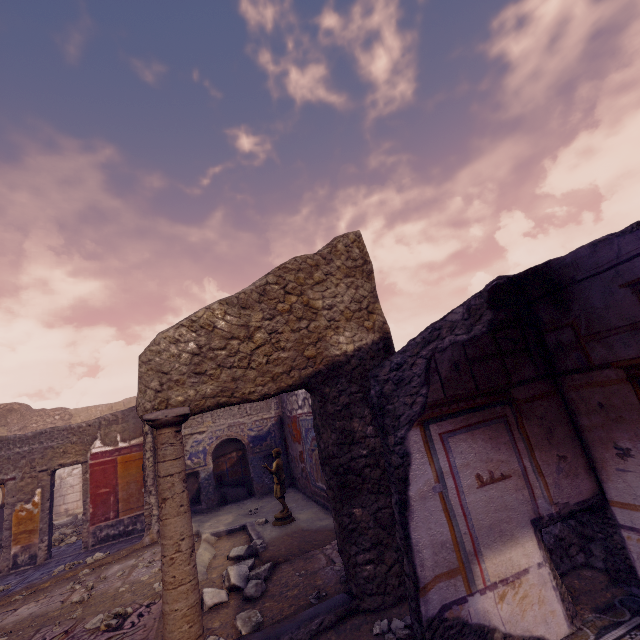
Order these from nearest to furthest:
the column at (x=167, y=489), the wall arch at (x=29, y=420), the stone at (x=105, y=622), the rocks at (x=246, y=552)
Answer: the column at (x=167, y=489), the stone at (x=105, y=622), the rocks at (x=246, y=552), the wall arch at (x=29, y=420)

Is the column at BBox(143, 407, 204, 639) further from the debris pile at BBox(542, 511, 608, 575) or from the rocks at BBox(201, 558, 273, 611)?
the debris pile at BBox(542, 511, 608, 575)

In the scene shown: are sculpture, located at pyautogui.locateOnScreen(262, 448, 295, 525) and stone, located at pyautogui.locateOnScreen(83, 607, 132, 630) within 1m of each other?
no

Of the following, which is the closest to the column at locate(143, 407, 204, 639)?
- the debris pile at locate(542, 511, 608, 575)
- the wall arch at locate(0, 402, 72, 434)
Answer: the debris pile at locate(542, 511, 608, 575)

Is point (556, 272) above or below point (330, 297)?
below

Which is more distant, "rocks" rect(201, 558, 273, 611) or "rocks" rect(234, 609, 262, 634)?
"rocks" rect(201, 558, 273, 611)

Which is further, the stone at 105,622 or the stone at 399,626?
the stone at 105,622

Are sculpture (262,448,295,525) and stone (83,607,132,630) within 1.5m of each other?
no
